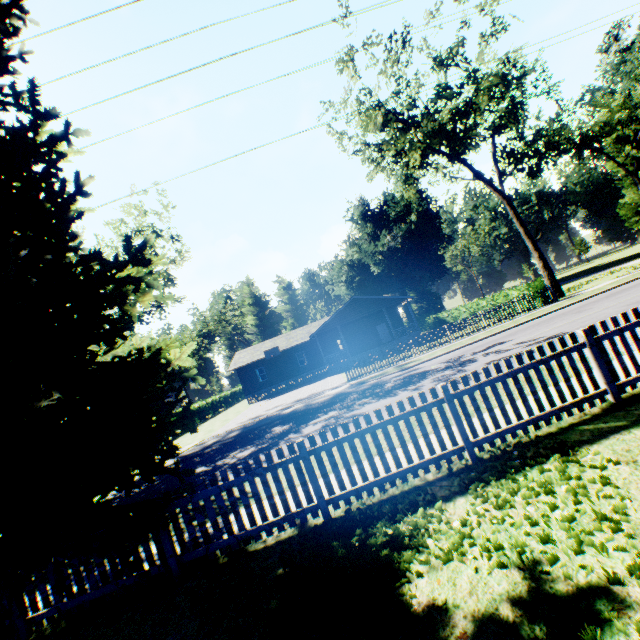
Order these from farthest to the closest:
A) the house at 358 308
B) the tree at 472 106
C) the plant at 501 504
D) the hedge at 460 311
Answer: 1. the house at 358 308
2. the hedge at 460 311
3. the tree at 472 106
4. the plant at 501 504

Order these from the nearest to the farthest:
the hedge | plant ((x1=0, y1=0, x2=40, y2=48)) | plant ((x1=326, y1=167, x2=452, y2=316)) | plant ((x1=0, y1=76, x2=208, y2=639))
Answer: plant ((x1=0, y1=76, x2=208, y2=639)) → plant ((x1=0, y1=0, x2=40, y2=48)) → the hedge → plant ((x1=326, y1=167, x2=452, y2=316))

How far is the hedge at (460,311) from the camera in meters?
21.2 m

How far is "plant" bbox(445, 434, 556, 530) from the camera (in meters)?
3.67

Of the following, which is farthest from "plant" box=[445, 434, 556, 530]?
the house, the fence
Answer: the house

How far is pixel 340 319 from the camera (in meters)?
32.66

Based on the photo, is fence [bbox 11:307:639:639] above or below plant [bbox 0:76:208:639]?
below

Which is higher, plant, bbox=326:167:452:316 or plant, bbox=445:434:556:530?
plant, bbox=326:167:452:316
